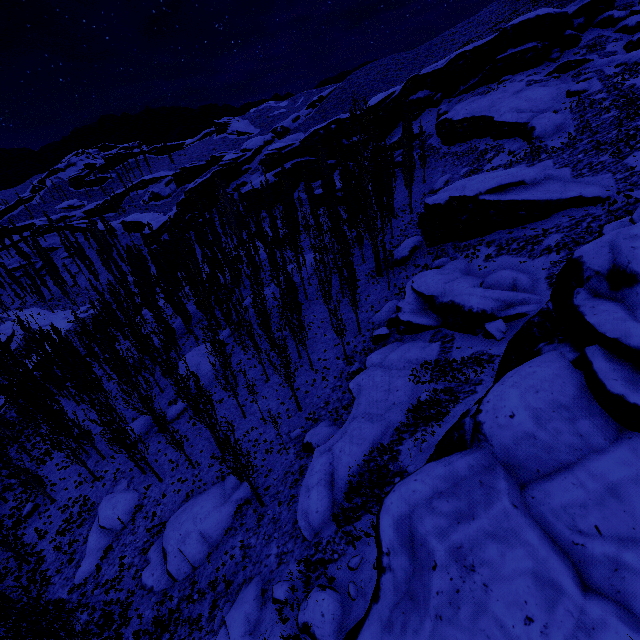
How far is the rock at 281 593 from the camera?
12.5 meters

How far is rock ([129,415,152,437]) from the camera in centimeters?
3062cm

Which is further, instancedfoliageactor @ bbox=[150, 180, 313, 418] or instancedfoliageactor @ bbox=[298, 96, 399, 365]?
instancedfoliageactor @ bbox=[298, 96, 399, 365]

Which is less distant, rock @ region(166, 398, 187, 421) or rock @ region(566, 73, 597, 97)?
rock @ region(166, 398, 187, 421)

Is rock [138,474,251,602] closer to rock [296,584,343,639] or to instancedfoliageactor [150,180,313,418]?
instancedfoliageactor [150,180,313,418]

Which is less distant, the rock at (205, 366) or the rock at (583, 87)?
the rock at (205, 366)

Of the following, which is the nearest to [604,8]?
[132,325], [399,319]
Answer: [399,319]

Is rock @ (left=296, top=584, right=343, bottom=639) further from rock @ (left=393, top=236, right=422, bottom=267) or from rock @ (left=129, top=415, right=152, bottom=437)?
rock @ (left=129, top=415, right=152, bottom=437)
